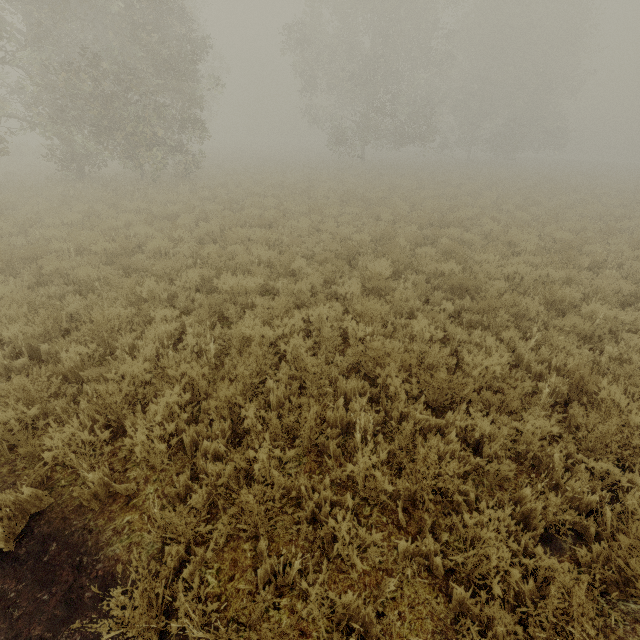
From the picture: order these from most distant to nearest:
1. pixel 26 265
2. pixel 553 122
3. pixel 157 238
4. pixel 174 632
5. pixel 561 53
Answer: pixel 553 122, pixel 561 53, pixel 157 238, pixel 26 265, pixel 174 632
